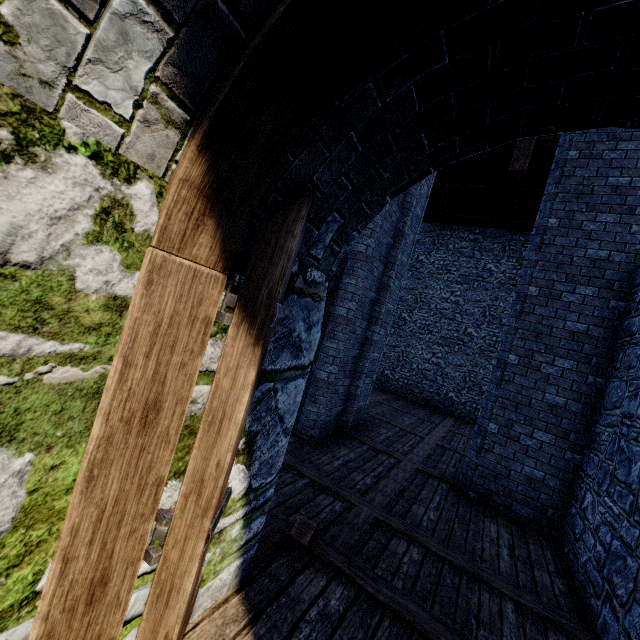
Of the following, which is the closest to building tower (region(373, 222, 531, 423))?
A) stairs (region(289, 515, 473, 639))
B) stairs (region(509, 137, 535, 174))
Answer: stairs (region(289, 515, 473, 639))

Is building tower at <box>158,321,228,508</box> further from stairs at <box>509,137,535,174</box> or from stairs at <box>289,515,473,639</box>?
stairs at <box>509,137,535,174</box>

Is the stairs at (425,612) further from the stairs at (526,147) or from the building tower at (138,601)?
the stairs at (526,147)

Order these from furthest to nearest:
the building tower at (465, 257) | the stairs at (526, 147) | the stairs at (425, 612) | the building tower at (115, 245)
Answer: the building tower at (465, 257) < the stairs at (526, 147) < the stairs at (425, 612) < the building tower at (115, 245)

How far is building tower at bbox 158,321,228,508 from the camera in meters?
1.6 m

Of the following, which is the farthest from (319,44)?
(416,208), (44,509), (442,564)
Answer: (416,208)
